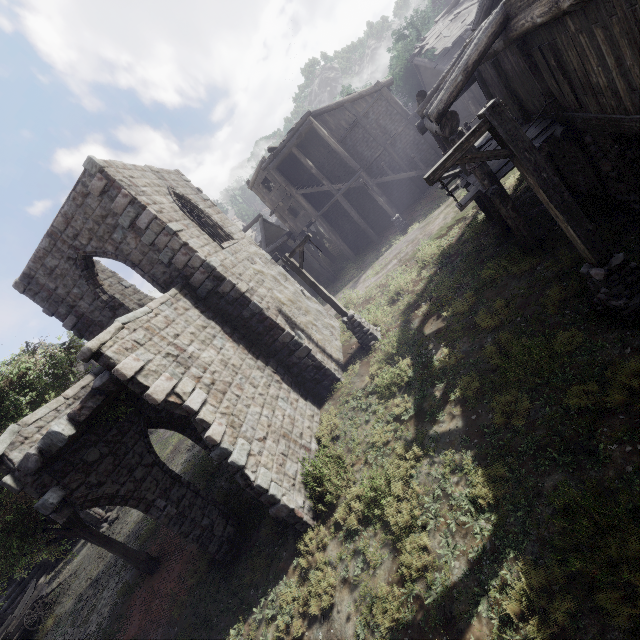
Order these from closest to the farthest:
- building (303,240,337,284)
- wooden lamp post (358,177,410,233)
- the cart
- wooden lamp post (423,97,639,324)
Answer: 1. wooden lamp post (423,97,639,324)
2. the cart
3. wooden lamp post (358,177,410,233)
4. building (303,240,337,284)

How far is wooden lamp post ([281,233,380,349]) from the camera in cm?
1269

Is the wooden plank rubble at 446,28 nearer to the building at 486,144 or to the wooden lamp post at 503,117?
the building at 486,144

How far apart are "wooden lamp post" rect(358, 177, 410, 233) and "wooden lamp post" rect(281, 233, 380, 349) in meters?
10.6

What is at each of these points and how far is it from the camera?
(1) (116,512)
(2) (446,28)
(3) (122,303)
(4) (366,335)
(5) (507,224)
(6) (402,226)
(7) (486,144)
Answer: (1) rubble, 20.2 meters
(2) wooden plank rubble, 22.2 meters
(3) building, 12.2 meters
(4) wooden lamp post, 13.5 meters
(5) building, 11.7 meters
(6) wooden lamp post, 22.9 meters
(7) building, 12.0 meters

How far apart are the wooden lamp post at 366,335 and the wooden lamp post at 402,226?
10.6 meters

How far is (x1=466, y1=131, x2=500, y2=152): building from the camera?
8.69m

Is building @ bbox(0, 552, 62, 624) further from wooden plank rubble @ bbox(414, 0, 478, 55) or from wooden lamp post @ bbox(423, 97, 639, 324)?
wooden lamp post @ bbox(423, 97, 639, 324)
